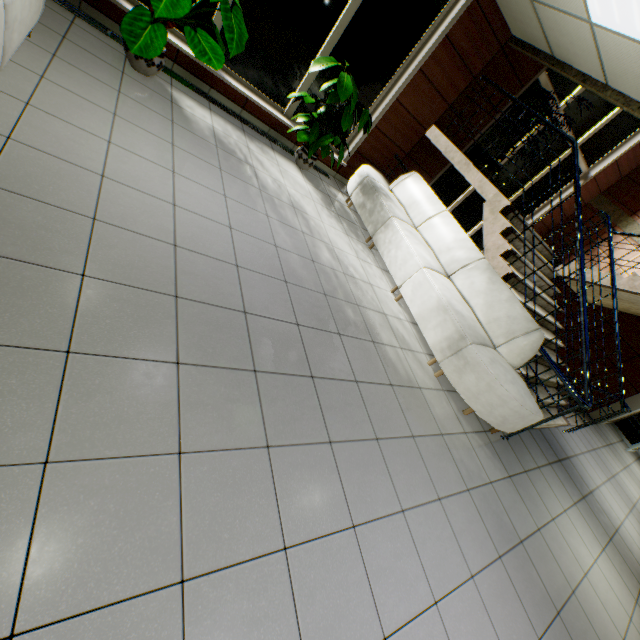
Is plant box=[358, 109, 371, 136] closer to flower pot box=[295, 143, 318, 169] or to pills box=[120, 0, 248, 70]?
flower pot box=[295, 143, 318, 169]

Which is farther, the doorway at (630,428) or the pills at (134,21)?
the doorway at (630,428)

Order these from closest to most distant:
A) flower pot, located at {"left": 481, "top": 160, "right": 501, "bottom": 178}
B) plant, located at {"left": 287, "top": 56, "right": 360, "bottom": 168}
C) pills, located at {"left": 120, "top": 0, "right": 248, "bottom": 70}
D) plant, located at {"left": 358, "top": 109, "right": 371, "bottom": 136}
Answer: pills, located at {"left": 120, "top": 0, "right": 248, "bottom": 70}, plant, located at {"left": 287, "top": 56, "right": 360, "bottom": 168}, plant, located at {"left": 358, "top": 109, "right": 371, "bottom": 136}, flower pot, located at {"left": 481, "top": 160, "right": 501, "bottom": 178}

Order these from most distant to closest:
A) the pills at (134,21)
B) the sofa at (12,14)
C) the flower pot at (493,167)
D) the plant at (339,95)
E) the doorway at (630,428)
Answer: the doorway at (630,428) < the flower pot at (493,167) < the plant at (339,95) < the pills at (134,21) < the sofa at (12,14)

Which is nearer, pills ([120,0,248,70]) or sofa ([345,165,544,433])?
pills ([120,0,248,70])

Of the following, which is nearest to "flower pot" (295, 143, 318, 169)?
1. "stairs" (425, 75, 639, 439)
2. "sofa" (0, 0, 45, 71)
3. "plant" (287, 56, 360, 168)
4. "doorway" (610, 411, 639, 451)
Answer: "plant" (287, 56, 360, 168)

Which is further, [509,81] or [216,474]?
[509,81]

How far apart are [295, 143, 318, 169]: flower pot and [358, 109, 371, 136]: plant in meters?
0.7 m
